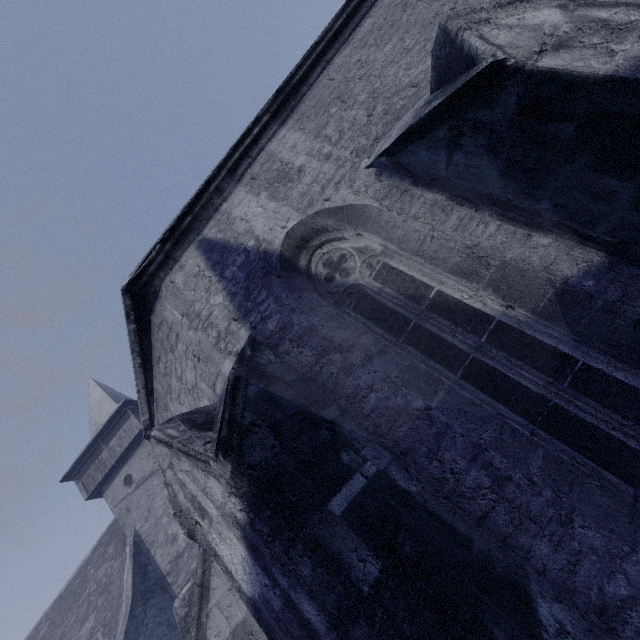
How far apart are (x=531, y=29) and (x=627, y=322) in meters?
2.0
